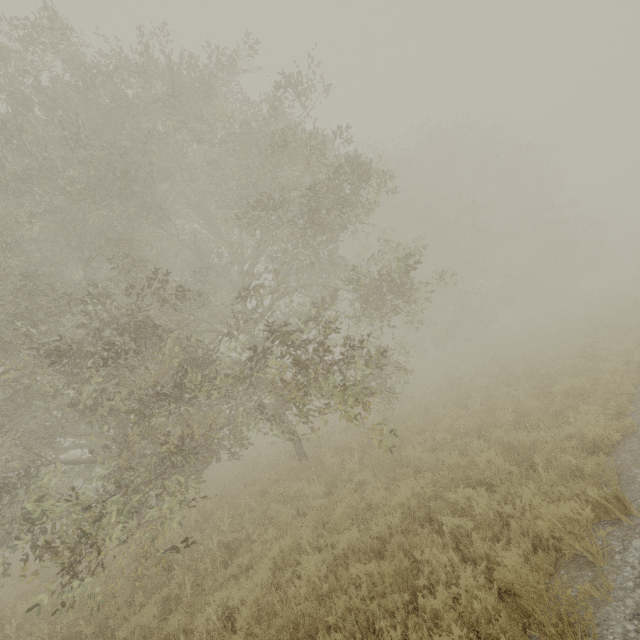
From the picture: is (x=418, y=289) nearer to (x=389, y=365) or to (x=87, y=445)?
(x=389, y=365)
